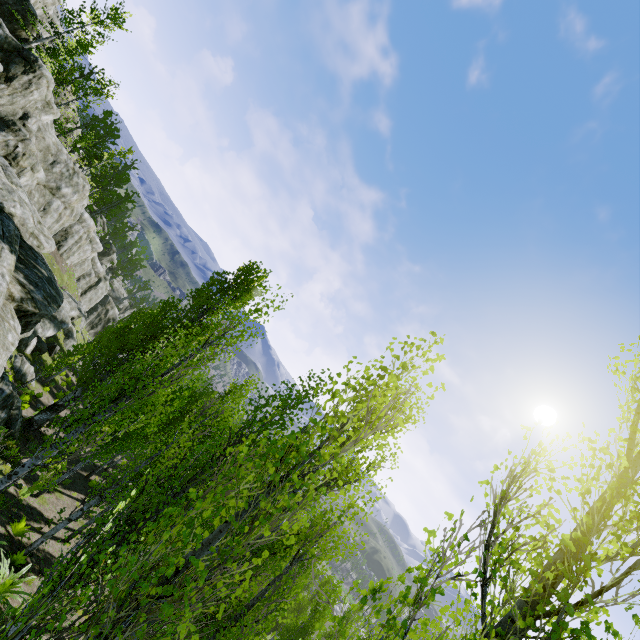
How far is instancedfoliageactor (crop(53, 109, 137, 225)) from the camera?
37.3m

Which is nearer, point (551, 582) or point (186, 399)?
point (551, 582)

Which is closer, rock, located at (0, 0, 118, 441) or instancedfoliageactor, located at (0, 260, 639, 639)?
instancedfoliageactor, located at (0, 260, 639, 639)

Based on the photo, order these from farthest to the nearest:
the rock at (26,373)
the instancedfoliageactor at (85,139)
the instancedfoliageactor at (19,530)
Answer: the instancedfoliageactor at (85,139) → the rock at (26,373) → the instancedfoliageactor at (19,530)

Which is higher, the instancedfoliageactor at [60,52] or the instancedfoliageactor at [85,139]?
the instancedfoliageactor at [60,52]

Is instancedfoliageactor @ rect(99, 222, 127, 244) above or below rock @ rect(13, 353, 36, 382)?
above

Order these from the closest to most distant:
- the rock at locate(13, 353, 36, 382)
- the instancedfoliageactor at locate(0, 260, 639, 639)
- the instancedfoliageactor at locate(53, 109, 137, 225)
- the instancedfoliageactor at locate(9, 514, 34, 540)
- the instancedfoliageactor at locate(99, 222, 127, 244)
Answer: the instancedfoliageactor at locate(0, 260, 639, 639) → the instancedfoliageactor at locate(9, 514, 34, 540) → the rock at locate(13, 353, 36, 382) → the instancedfoliageactor at locate(53, 109, 137, 225) → the instancedfoliageactor at locate(99, 222, 127, 244)

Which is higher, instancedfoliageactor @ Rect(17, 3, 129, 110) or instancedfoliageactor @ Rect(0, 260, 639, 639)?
instancedfoliageactor @ Rect(17, 3, 129, 110)
